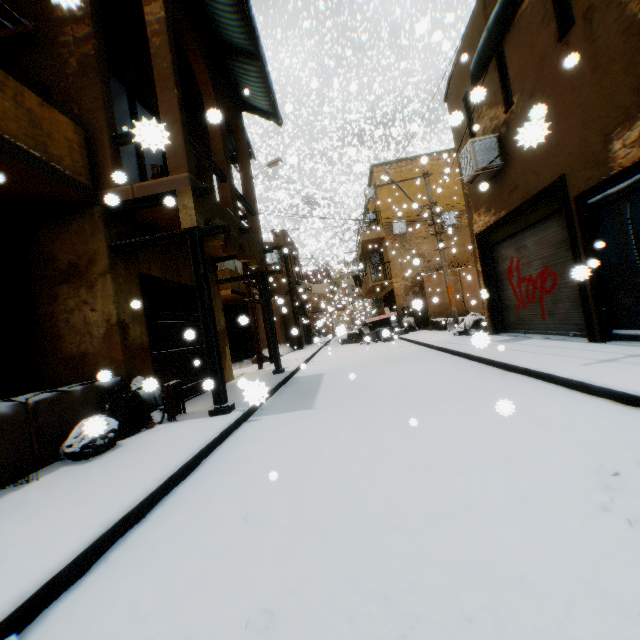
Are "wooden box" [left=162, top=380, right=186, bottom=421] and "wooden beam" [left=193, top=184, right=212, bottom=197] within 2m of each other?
no

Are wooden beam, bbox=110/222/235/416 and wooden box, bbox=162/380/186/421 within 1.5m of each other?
yes

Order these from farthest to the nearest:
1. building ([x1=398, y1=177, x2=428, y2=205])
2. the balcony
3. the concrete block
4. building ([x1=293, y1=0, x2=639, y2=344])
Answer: building ([x1=398, y1=177, x2=428, y2=205]) → the concrete block → the balcony → building ([x1=293, y1=0, x2=639, y2=344])

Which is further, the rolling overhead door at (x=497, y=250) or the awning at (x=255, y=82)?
the awning at (x=255, y=82)

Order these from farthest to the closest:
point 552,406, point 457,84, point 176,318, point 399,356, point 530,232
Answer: point 399,356 → point 457,84 → point 530,232 → point 176,318 → point 552,406

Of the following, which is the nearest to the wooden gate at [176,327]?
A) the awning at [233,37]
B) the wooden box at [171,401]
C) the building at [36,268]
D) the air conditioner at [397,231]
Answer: the building at [36,268]

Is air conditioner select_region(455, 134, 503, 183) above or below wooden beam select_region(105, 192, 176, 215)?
above

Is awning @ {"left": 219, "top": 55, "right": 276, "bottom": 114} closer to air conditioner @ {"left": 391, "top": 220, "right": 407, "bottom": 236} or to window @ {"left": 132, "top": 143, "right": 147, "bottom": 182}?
window @ {"left": 132, "top": 143, "right": 147, "bottom": 182}
